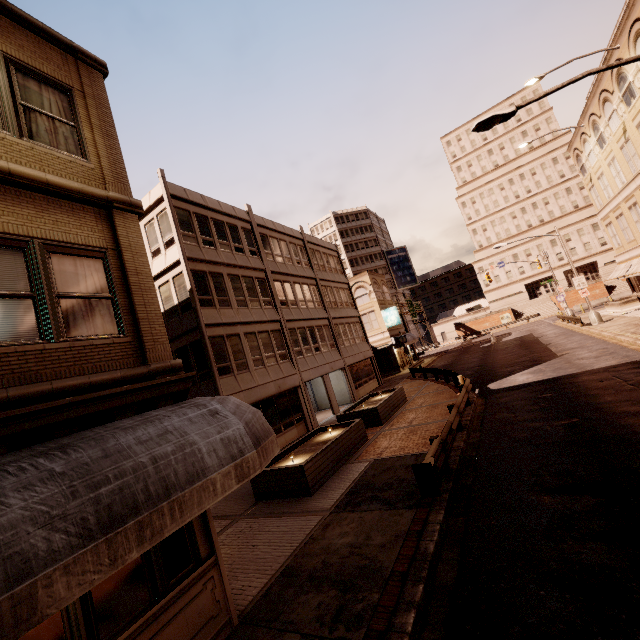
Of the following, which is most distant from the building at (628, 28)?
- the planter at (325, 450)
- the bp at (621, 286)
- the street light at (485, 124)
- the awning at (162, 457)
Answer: the awning at (162, 457)

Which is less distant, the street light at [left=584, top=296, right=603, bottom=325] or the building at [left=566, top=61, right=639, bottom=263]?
the building at [left=566, top=61, right=639, bottom=263]

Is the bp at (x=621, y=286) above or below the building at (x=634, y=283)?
below

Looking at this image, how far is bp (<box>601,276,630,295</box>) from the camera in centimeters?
5325cm

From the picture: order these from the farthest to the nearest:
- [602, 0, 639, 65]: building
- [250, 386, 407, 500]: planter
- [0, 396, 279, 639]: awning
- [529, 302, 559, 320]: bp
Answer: [529, 302, 559, 320]: bp < [602, 0, 639, 65]: building < [250, 386, 407, 500]: planter < [0, 396, 279, 639]: awning

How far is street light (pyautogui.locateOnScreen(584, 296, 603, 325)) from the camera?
27.5m

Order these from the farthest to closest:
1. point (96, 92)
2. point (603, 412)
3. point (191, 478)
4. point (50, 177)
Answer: point (603, 412)
point (96, 92)
point (50, 177)
point (191, 478)

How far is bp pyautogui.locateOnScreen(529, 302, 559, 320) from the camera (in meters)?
57.64
